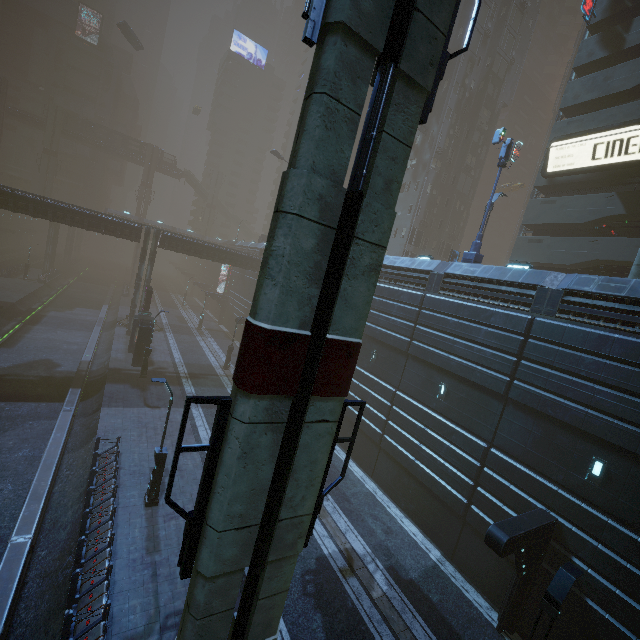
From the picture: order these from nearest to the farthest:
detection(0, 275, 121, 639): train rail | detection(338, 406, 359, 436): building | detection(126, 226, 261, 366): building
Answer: detection(0, 275, 121, 639): train rail < detection(338, 406, 359, 436): building < detection(126, 226, 261, 366): building

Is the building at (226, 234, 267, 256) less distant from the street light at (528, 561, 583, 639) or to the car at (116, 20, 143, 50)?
the street light at (528, 561, 583, 639)

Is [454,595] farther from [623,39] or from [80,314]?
[80,314]

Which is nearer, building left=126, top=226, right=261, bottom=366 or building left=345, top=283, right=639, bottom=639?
building left=345, top=283, right=639, bottom=639

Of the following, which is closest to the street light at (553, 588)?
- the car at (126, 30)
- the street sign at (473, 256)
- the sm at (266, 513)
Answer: the sm at (266, 513)

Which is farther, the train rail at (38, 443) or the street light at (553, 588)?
the train rail at (38, 443)

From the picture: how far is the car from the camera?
52.97m

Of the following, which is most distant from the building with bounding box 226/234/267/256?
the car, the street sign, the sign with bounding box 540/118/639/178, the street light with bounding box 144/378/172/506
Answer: the car
